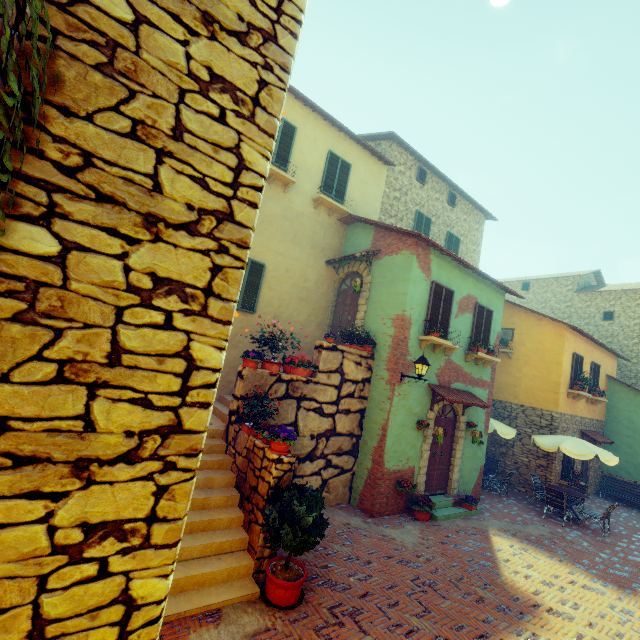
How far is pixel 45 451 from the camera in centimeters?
145cm

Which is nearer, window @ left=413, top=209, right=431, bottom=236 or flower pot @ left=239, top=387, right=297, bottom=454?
flower pot @ left=239, top=387, right=297, bottom=454

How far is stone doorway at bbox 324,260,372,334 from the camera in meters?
10.4 m

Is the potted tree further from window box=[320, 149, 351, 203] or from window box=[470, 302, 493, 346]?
window box=[320, 149, 351, 203]

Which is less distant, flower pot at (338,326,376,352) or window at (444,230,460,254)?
flower pot at (338,326,376,352)

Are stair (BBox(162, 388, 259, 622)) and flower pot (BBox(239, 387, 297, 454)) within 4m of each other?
yes

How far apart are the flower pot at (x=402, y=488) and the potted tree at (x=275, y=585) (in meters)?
4.02

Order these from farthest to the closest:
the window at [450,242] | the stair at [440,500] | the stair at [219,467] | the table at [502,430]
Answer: the window at [450,242]
the table at [502,430]
the stair at [440,500]
the stair at [219,467]
